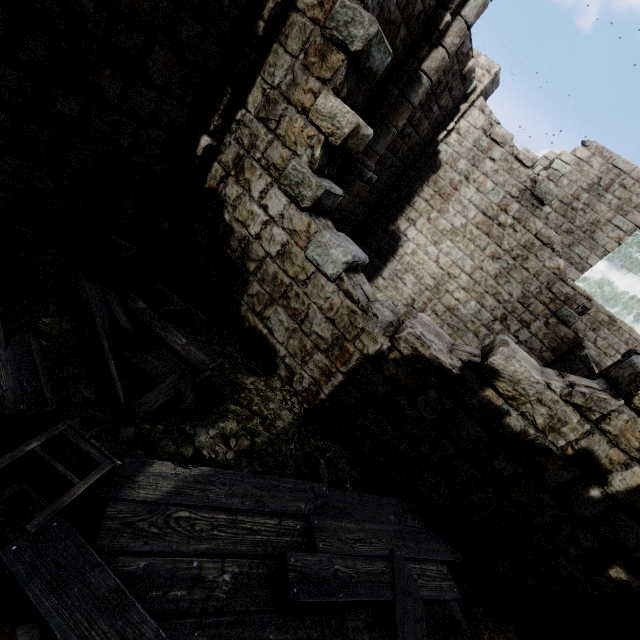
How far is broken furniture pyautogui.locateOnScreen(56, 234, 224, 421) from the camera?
3.6m

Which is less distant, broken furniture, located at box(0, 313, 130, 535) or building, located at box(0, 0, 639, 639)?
broken furniture, located at box(0, 313, 130, 535)

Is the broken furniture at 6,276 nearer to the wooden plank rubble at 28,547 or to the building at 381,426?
the wooden plank rubble at 28,547

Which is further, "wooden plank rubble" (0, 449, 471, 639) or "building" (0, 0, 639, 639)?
"building" (0, 0, 639, 639)

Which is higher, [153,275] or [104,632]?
[104,632]

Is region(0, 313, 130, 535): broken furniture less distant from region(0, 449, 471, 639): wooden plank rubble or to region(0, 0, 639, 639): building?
region(0, 449, 471, 639): wooden plank rubble

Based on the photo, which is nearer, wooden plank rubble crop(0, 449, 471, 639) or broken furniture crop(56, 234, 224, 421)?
wooden plank rubble crop(0, 449, 471, 639)
